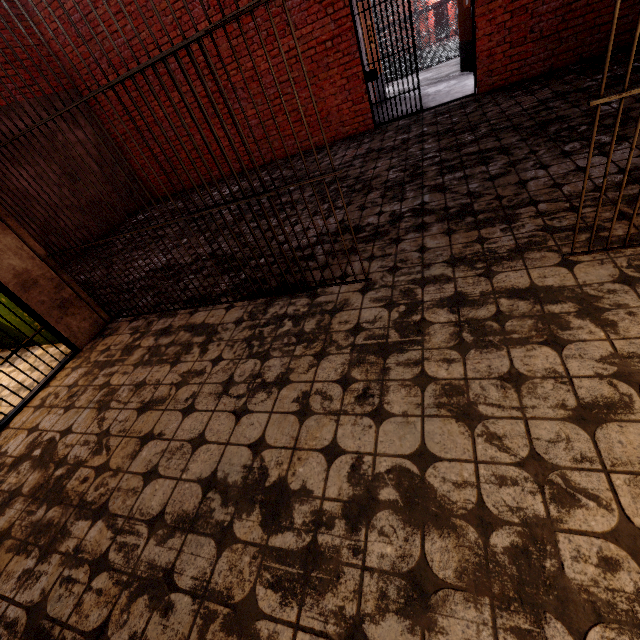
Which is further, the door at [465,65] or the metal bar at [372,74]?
the door at [465,65]

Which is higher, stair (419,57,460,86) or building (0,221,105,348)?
building (0,221,105,348)

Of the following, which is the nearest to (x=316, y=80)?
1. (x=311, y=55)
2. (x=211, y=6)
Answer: (x=311, y=55)

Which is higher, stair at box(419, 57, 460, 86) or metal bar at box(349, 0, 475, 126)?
metal bar at box(349, 0, 475, 126)

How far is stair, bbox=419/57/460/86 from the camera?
9.01m

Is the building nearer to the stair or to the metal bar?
the metal bar

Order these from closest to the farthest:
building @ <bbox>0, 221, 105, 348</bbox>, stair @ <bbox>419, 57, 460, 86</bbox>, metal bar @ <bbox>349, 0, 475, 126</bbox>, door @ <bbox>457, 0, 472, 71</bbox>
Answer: building @ <bbox>0, 221, 105, 348</bbox> < metal bar @ <bbox>349, 0, 475, 126</bbox> < door @ <bbox>457, 0, 472, 71</bbox> < stair @ <bbox>419, 57, 460, 86</bbox>

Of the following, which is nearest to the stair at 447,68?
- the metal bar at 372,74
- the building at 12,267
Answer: the metal bar at 372,74
